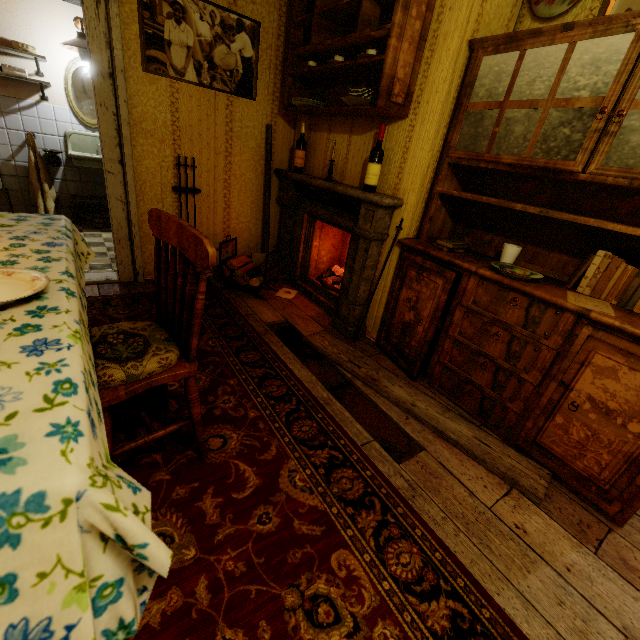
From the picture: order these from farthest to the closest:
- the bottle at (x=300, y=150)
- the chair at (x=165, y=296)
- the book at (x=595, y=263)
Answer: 1. the bottle at (x=300, y=150)
2. the book at (x=595, y=263)
3. the chair at (x=165, y=296)

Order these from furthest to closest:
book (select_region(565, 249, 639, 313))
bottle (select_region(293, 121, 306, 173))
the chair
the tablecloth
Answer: bottle (select_region(293, 121, 306, 173)) → book (select_region(565, 249, 639, 313)) → the chair → the tablecloth

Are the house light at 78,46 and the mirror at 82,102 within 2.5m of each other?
yes

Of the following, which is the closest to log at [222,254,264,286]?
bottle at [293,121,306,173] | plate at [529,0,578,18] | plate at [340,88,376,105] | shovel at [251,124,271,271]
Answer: shovel at [251,124,271,271]

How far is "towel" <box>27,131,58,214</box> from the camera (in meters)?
4.22

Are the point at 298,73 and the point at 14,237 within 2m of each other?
no

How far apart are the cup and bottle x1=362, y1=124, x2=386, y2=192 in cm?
106

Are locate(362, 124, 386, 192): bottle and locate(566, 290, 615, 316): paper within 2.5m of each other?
yes
